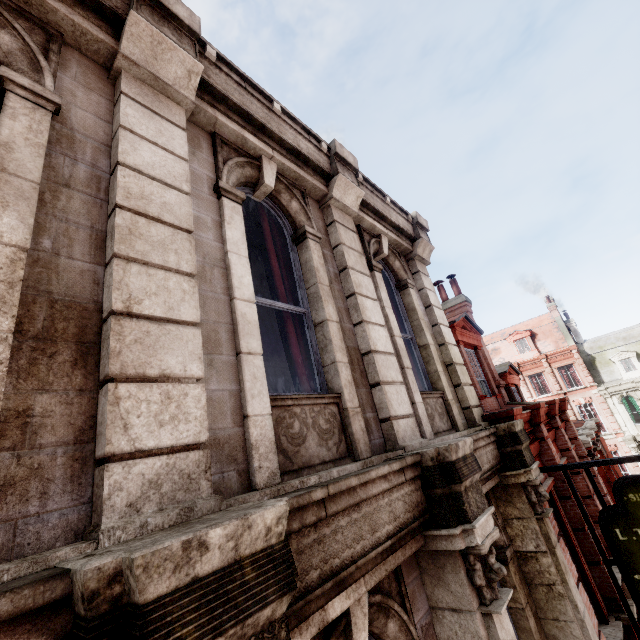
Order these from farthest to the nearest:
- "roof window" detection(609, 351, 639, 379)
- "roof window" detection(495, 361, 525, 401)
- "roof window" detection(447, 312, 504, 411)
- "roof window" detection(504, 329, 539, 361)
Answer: "roof window" detection(504, 329, 539, 361)
"roof window" detection(609, 351, 639, 379)
"roof window" detection(495, 361, 525, 401)
"roof window" detection(447, 312, 504, 411)

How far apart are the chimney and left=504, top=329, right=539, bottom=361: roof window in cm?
2442

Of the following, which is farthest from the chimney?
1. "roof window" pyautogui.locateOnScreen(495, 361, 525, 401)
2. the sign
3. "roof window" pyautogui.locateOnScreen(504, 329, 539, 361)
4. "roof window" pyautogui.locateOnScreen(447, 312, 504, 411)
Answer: "roof window" pyautogui.locateOnScreen(504, 329, 539, 361)

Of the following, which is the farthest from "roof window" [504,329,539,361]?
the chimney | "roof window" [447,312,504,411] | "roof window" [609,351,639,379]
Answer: "roof window" [447,312,504,411]

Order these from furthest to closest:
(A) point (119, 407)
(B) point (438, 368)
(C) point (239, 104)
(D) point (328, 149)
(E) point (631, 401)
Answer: A: (E) point (631, 401), (B) point (438, 368), (D) point (328, 149), (C) point (239, 104), (A) point (119, 407)

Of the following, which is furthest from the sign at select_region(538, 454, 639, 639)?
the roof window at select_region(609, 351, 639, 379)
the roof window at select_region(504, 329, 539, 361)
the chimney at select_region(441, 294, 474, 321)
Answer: the roof window at select_region(504, 329, 539, 361)

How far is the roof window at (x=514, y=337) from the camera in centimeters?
3256cm

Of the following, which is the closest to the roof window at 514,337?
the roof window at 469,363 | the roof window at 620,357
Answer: the roof window at 620,357
